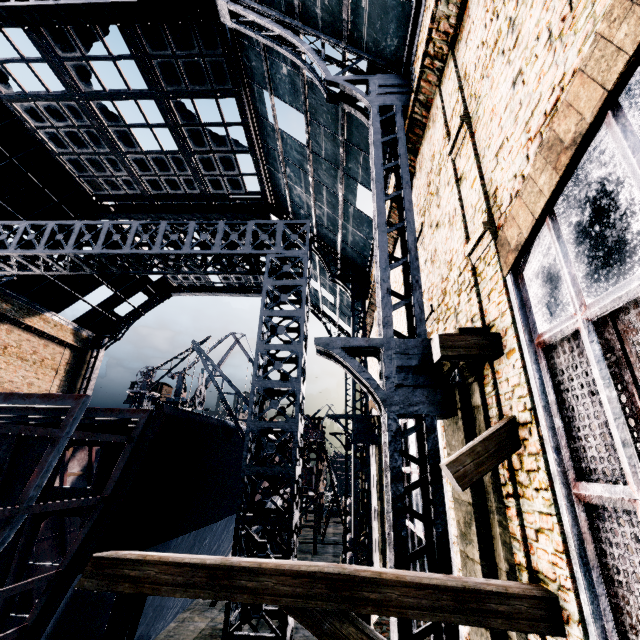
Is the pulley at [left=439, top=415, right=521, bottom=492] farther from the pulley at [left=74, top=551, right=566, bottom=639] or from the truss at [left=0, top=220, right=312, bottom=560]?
the truss at [left=0, top=220, right=312, bottom=560]

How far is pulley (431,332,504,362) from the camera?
5.1 meters

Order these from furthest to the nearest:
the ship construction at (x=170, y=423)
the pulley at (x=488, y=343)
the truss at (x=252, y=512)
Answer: the truss at (x=252, y=512), the ship construction at (x=170, y=423), the pulley at (x=488, y=343)

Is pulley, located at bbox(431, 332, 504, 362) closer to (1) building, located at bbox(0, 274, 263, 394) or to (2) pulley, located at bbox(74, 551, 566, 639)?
(2) pulley, located at bbox(74, 551, 566, 639)

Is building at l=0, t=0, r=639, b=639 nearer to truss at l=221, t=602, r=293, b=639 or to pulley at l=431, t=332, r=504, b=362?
pulley at l=431, t=332, r=504, b=362

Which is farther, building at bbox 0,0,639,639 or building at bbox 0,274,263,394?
building at bbox 0,274,263,394

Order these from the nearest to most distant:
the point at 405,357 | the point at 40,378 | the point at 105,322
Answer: the point at 405,357, the point at 40,378, the point at 105,322

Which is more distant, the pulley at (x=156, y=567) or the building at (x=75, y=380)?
the building at (x=75, y=380)
